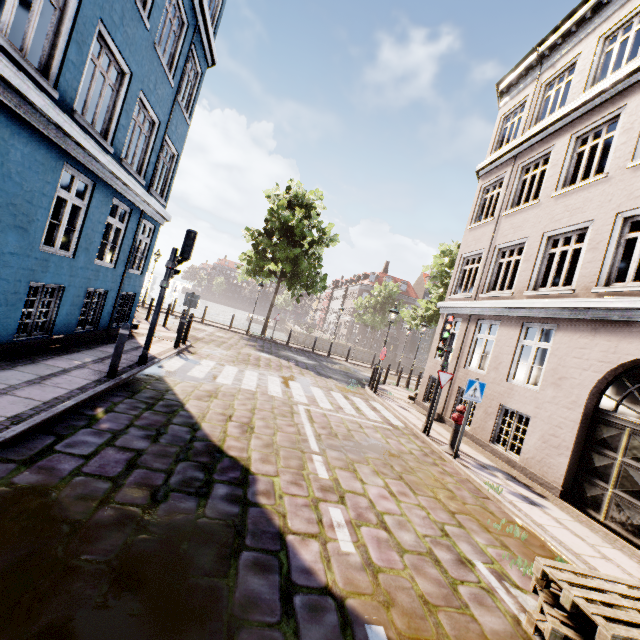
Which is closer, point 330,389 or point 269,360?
point 330,389

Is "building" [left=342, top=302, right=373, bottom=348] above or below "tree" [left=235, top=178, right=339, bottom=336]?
below

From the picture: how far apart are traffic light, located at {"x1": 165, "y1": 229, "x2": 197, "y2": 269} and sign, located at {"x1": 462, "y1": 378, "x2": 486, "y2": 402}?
7.30m

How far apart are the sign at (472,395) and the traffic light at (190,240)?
7.3m

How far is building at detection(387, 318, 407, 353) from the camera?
57.3m

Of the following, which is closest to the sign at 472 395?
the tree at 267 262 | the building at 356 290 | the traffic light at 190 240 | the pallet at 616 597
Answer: the pallet at 616 597

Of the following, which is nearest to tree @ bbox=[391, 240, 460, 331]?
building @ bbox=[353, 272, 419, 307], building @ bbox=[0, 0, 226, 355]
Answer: building @ bbox=[353, 272, 419, 307]

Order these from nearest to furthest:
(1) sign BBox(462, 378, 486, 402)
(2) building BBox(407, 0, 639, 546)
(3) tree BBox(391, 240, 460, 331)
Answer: (2) building BBox(407, 0, 639, 546), (1) sign BBox(462, 378, 486, 402), (3) tree BBox(391, 240, 460, 331)
